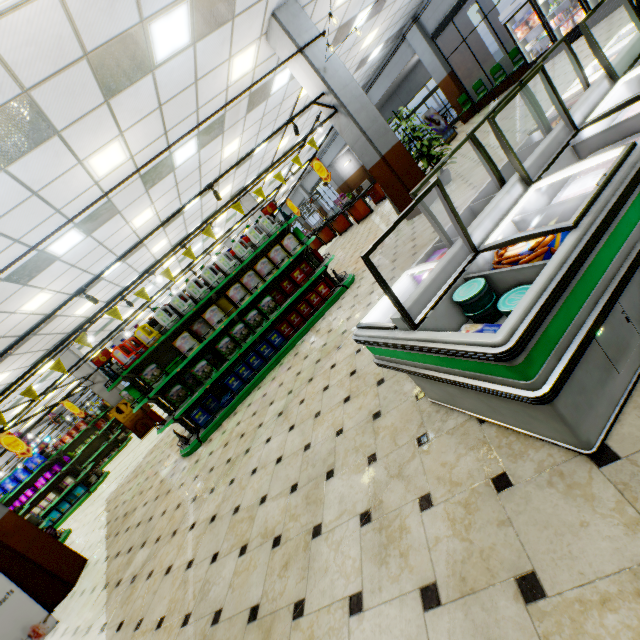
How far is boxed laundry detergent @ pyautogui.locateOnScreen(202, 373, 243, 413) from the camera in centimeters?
629cm

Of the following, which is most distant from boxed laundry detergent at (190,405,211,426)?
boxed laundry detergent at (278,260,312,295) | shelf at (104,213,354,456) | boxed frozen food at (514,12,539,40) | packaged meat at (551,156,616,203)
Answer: boxed frozen food at (514,12,539,40)

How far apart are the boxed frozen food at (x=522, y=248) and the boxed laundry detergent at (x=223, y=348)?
5.28m

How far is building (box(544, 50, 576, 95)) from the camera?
6.9m

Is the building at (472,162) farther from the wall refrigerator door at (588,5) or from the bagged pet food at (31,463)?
the bagged pet food at (31,463)

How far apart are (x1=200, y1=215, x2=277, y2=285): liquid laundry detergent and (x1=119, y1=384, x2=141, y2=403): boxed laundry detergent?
3.3 meters

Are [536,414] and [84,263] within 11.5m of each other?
yes

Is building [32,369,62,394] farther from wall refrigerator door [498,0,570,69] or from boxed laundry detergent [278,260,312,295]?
boxed laundry detergent [278,260,312,295]
